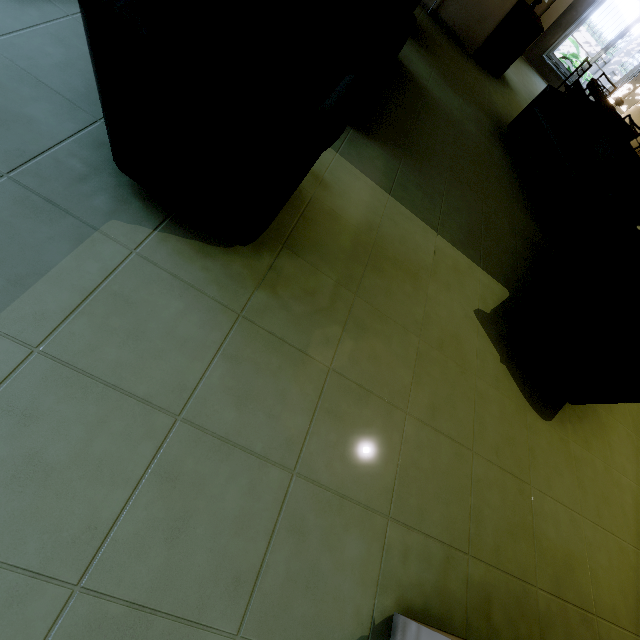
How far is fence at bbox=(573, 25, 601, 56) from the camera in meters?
12.2 m

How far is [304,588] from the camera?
1.1 meters

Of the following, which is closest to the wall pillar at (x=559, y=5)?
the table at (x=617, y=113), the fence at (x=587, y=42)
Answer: the table at (x=617, y=113)

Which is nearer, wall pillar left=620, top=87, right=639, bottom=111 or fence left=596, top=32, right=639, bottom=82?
wall pillar left=620, top=87, right=639, bottom=111

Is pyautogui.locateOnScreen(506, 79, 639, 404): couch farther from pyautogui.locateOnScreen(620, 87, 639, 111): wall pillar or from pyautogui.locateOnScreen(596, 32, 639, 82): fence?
pyautogui.locateOnScreen(596, 32, 639, 82): fence

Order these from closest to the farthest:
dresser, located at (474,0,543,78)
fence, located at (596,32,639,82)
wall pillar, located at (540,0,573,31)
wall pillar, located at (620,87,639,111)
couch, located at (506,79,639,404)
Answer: couch, located at (506,79,639,404), dresser, located at (474,0,543,78), wall pillar, located at (540,0,573,31), wall pillar, located at (620,87,639,111), fence, located at (596,32,639,82)

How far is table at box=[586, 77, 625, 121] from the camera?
5.8 meters

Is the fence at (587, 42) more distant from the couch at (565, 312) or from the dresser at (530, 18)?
the couch at (565, 312)
